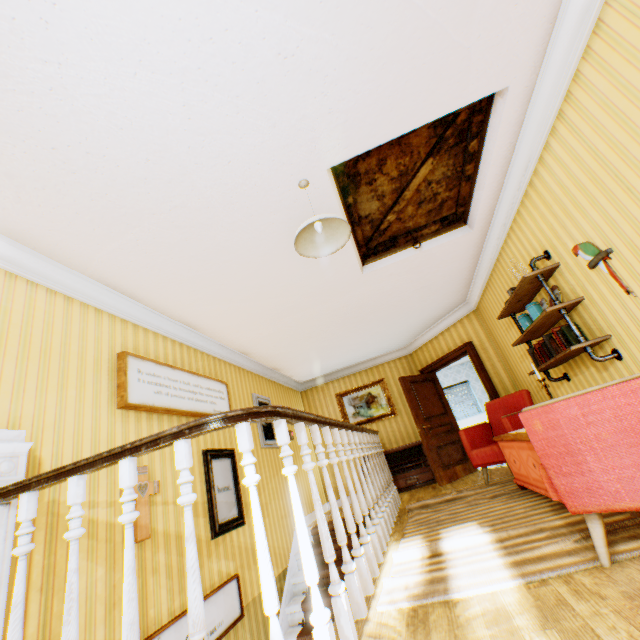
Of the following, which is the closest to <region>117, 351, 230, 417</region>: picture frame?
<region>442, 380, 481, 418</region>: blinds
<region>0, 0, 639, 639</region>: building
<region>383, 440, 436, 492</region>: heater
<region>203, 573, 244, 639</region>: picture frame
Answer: <region>0, 0, 639, 639</region>: building

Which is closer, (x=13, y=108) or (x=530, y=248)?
(x=13, y=108)

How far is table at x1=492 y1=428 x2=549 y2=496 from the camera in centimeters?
305cm

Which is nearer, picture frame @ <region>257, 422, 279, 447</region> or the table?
the table

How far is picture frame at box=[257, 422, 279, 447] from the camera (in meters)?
5.73

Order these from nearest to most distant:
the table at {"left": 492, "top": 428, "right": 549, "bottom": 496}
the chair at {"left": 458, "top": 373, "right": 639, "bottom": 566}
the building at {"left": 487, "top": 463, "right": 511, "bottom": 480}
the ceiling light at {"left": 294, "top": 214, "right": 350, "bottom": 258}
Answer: the chair at {"left": 458, "top": 373, "right": 639, "bottom": 566} → the ceiling light at {"left": 294, "top": 214, "right": 350, "bottom": 258} → the table at {"left": 492, "top": 428, "right": 549, "bottom": 496} → the building at {"left": 487, "top": 463, "right": 511, "bottom": 480}

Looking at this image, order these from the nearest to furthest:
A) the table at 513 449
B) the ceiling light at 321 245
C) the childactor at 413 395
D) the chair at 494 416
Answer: the chair at 494 416
the ceiling light at 321 245
the table at 513 449
the childactor at 413 395

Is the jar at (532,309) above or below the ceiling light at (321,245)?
below
